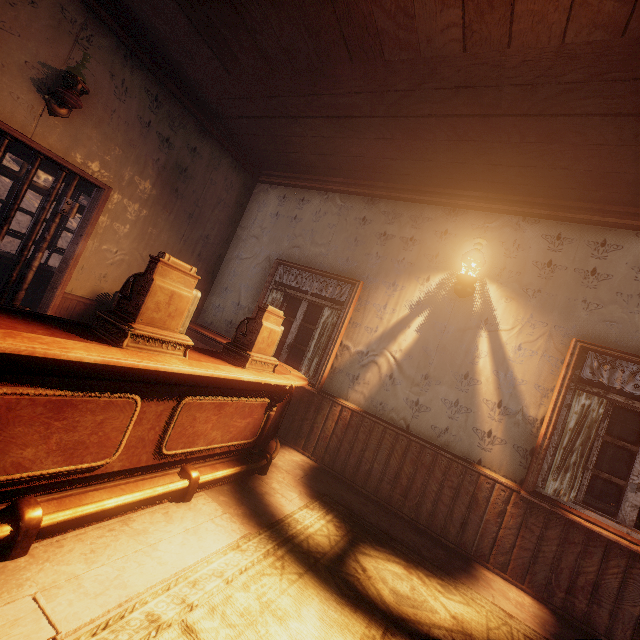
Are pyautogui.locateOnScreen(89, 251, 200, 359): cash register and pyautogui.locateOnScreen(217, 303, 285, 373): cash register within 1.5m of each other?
yes

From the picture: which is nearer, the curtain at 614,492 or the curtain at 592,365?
the curtain at 592,365

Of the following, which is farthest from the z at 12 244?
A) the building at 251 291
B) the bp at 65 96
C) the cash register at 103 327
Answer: the bp at 65 96

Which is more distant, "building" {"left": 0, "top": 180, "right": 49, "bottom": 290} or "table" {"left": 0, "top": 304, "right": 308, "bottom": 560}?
"building" {"left": 0, "top": 180, "right": 49, "bottom": 290}

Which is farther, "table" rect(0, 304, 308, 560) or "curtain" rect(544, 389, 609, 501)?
"curtain" rect(544, 389, 609, 501)

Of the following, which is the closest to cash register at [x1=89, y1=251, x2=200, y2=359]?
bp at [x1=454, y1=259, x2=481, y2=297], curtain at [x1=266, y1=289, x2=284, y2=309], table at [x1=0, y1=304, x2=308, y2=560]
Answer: table at [x1=0, y1=304, x2=308, y2=560]

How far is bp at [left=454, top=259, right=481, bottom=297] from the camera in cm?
366

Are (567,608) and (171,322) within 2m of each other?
no
